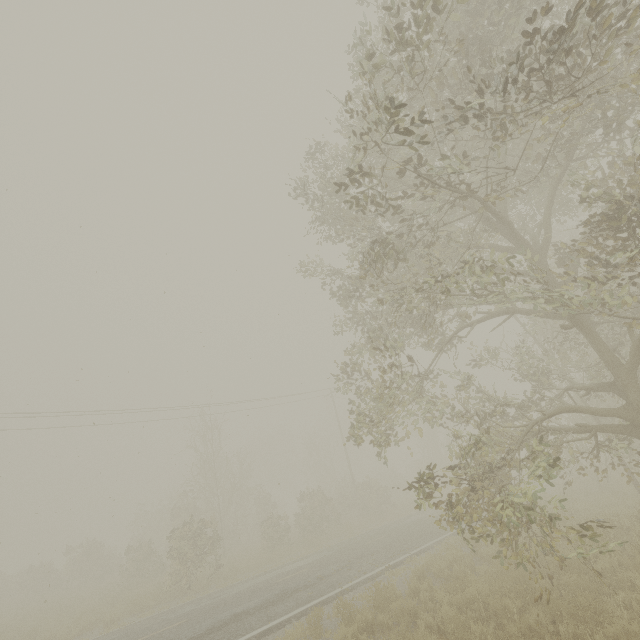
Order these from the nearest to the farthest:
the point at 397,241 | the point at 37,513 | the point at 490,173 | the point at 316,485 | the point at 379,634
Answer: the point at 379,634 < the point at 397,241 < the point at 490,173 < the point at 37,513 < the point at 316,485
